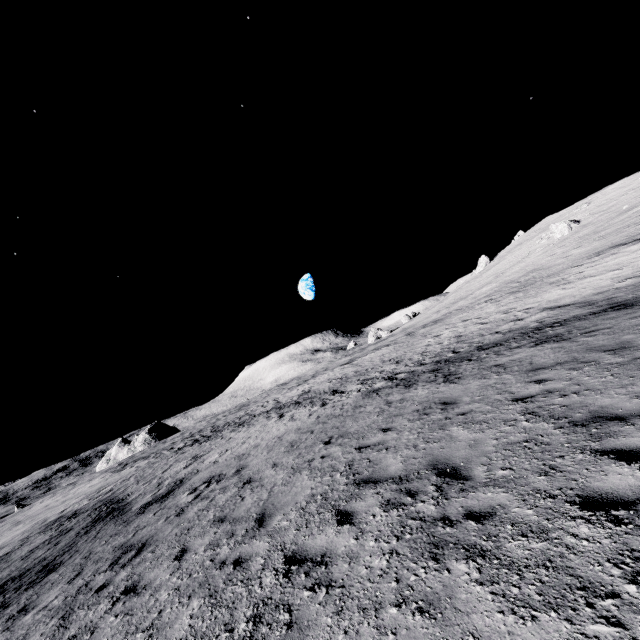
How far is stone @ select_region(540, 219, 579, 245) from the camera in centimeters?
4538cm

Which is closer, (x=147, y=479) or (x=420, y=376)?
(x=420, y=376)

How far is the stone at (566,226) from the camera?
45.4m
